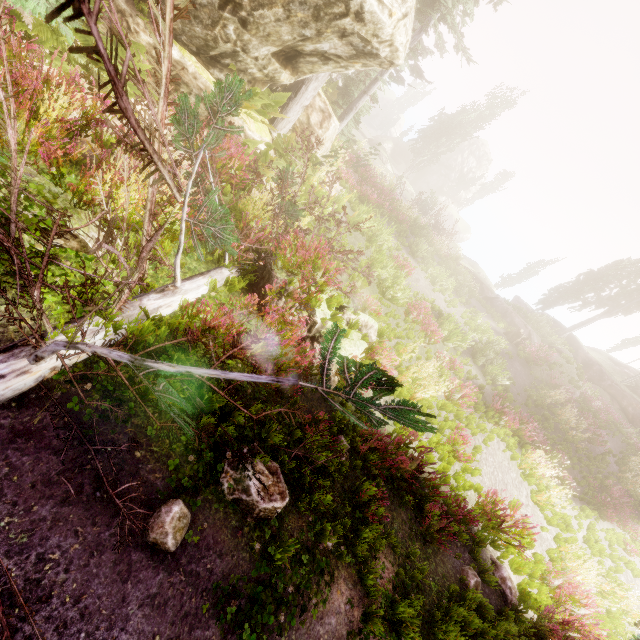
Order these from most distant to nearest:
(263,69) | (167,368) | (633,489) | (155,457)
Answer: (633,489)
(263,69)
(155,457)
(167,368)

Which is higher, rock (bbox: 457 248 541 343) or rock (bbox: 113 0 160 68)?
rock (bbox: 457 248 541 343)

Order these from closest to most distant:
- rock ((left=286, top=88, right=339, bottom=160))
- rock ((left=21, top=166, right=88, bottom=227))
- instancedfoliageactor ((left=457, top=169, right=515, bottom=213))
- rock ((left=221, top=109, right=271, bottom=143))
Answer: rock ((left=21, top=166, right=88, bottom=227)) → rock ((left=221, top=109, right=271, bottom=143)) → rock ((left=286, top=88, right=339, bottom=160)) → instancedfoliageactor ((left=457, top=169, right=515, bottom=213))

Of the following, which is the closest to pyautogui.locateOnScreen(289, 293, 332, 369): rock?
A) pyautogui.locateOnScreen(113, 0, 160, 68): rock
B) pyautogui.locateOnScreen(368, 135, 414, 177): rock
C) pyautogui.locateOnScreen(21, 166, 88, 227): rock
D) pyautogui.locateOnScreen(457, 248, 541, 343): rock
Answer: pyautogui.locateOnScreen(21, 166, 88, 227): rock

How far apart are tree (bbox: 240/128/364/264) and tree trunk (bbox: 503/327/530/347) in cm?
1803

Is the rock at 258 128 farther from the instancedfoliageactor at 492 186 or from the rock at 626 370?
the rock at 626 370

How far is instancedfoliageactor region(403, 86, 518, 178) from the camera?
36.5 meters

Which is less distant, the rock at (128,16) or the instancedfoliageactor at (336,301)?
the rock at (128,16)
